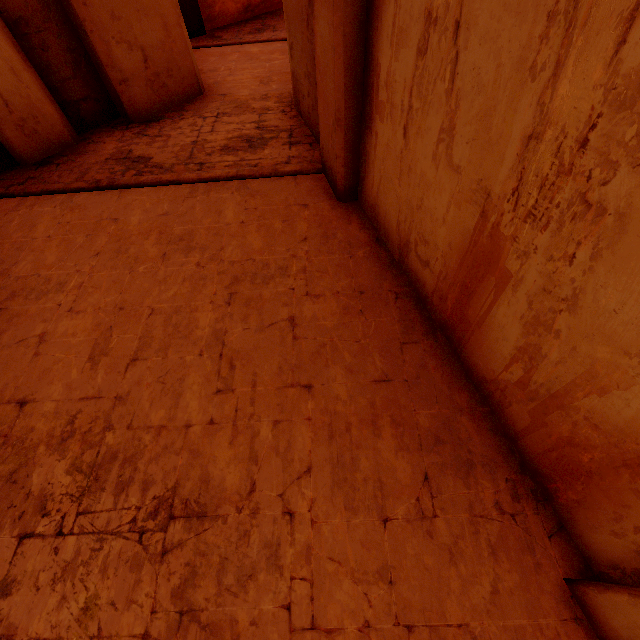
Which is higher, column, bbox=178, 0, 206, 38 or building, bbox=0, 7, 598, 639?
column, bbox=178, 0, 206, 38

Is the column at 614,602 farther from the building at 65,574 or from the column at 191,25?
the column at 191,25

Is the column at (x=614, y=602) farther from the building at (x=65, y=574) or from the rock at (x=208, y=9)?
the rock at (x=208, y=9)

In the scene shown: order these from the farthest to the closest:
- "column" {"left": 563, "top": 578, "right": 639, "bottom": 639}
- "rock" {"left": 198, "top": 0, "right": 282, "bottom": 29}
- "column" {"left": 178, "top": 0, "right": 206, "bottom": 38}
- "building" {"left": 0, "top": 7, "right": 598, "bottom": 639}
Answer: "rock" {"left": 198, "top": 0, "right": 282, "bottom": 29} → "column" {"left": 178, "top": 0, "right": 206, "bottom": 38} → "building" {"left": 0, "top": 7, "right": 598, "bottom": 639} → "column" {"left": 563, "top": 578, "right": 639, "bottom": 639}

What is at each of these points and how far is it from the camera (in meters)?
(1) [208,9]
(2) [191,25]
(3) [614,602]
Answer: (1) rock, 10.05
(2) column, 9.77
(3) column, 1.85

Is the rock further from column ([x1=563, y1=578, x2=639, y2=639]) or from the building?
column ([x1=563, y1=578, x2=639, y2=639])

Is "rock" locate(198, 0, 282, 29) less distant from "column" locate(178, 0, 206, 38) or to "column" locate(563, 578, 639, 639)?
"column" locate(178, 0, 206, 38)

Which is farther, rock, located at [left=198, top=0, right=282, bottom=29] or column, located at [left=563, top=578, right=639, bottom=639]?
rock, located at [left=198, top=0, right=282, bottom=29]
